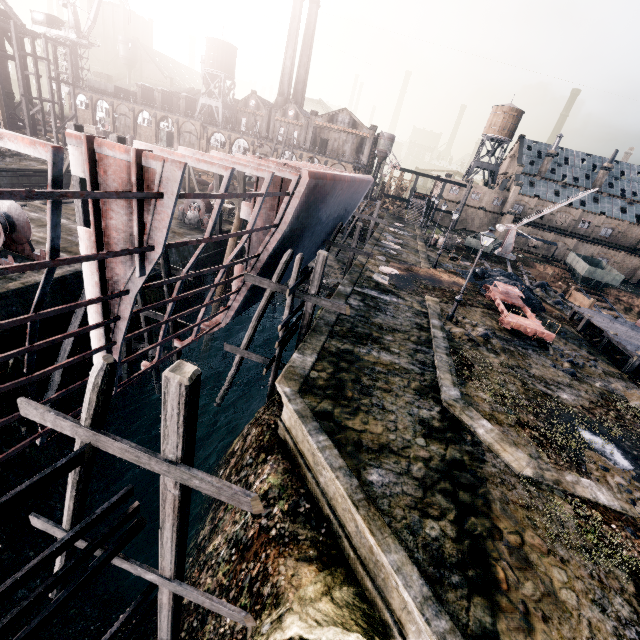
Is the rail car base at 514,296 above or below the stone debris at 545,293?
above

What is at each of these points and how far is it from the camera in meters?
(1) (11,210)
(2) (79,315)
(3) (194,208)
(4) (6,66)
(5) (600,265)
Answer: (1) pulley, 14.8 m
(2) wooden brace, 13.9 m
(3) pulley, 26.5 m
(4) building, 41.0 m
(5) rail car container, 53.9 m

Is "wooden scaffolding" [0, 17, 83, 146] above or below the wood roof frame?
below

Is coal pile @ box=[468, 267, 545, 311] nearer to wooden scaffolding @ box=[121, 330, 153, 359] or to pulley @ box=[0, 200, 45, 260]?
wooden scaffolding @ box=[121, 330, 153, 359]

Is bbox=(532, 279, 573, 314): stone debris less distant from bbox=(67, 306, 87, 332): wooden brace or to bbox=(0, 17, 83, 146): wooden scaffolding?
bbox=(67, 306, 87, 332): wooden brace

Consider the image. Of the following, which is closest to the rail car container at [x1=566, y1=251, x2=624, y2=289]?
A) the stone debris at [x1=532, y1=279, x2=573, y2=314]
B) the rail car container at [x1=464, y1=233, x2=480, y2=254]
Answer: the stone debris at [x1=532, y1=279, x2=573, y2=314]

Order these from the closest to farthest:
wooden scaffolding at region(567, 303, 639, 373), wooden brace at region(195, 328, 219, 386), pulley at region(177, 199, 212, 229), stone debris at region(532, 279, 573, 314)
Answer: wooden scaffolding at region(567, 303, 639, 373)
wooden brace at region(195, 328, 219, 386)
pulley at region(177, 199, 212, 229)
stone debris at region(532, 279, 573, 314)

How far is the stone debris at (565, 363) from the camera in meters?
17.9
